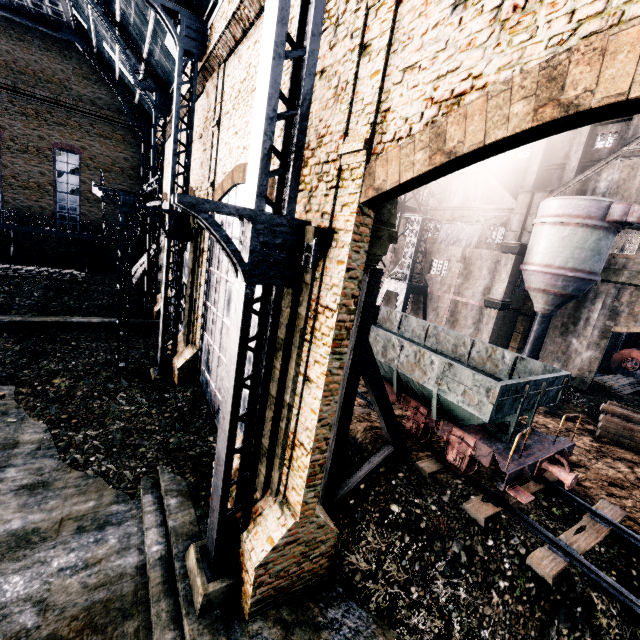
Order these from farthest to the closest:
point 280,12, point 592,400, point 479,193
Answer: point 479,193 < point 592,400 < point 280,12

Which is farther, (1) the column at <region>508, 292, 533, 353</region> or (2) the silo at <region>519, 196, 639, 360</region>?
(1) the column at <region>508, 292, 533, 353</region>

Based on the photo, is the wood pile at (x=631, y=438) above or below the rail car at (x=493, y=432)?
below

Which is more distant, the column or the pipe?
the pipe

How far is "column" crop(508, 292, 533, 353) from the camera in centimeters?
2803cm

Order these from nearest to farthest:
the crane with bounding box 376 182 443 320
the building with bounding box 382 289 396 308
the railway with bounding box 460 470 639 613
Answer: the railway with bounding box 460 470 639 613, the crane with bounding box 376 182 443 320, the building with bounding box 382 289 396 308

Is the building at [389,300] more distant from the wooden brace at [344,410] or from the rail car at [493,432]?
the rail car at [493,432]

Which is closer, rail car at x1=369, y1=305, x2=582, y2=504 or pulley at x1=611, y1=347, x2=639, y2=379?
rail car at x1=369, y1=305, x2=582, y2=504
